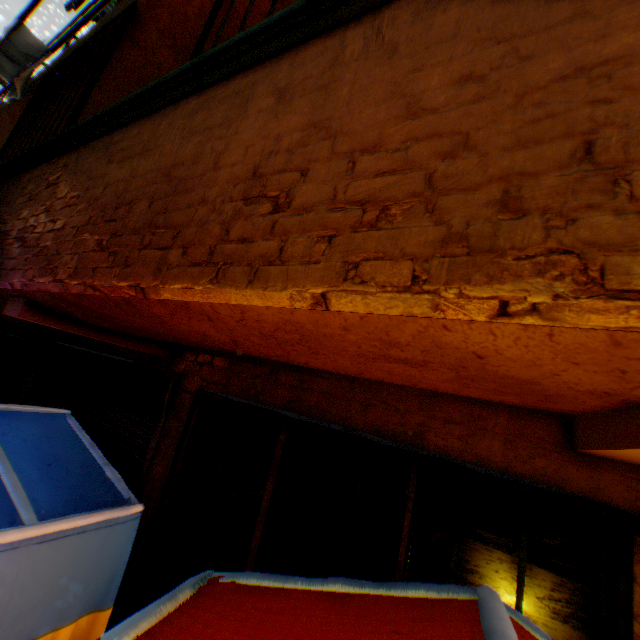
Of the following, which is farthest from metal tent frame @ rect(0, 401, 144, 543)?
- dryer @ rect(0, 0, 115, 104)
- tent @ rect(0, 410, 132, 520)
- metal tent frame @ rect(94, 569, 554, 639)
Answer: dryer @ rect(0, 0, 115, 104)

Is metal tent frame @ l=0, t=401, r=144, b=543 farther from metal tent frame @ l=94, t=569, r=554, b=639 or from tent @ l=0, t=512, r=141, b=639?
metal tent frame @ l=94, t=569, r=554, b=639

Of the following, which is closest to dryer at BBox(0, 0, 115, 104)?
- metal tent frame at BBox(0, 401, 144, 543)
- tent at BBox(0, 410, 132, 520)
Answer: tent at BBox(0, 410, 132, 520)

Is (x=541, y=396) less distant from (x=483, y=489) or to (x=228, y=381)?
(x=483, y=489)

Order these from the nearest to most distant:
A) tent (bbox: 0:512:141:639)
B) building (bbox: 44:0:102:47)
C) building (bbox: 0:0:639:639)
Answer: building (bbox: 0:0:639:639)
tent (bbox: 0:512:141:639)
building (bbox: 44:0:102:47)

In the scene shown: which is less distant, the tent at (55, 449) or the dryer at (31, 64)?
the tent at (55, 449)

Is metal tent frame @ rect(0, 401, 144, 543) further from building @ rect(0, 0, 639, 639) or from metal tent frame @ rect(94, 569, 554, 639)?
metal tent frame @ rect(94, 569, 554, 639)

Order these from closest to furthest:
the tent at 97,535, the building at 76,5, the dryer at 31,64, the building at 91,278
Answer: the building at 91,278 → the tent at 97,535 → the dryer at 31,64 → the building at 76,5
